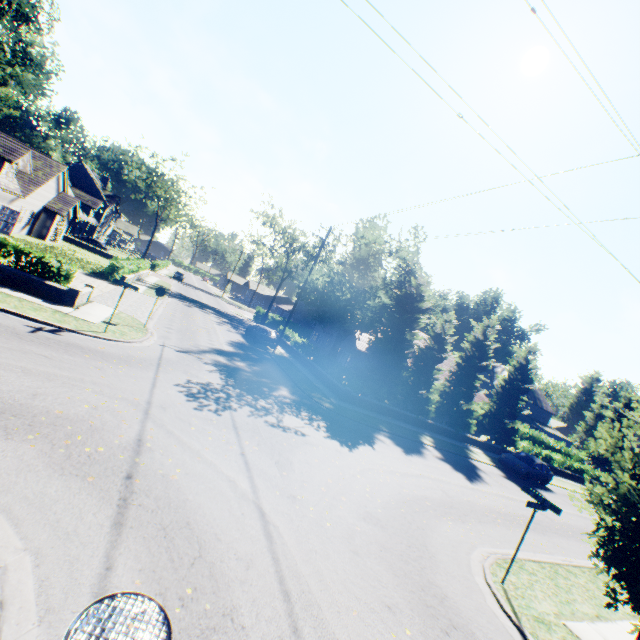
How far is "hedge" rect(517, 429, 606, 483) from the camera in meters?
32.1 m

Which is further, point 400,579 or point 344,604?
point 400,579

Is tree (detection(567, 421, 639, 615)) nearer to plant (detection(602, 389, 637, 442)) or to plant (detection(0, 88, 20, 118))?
plant (detection(602, 389, 637, 442))

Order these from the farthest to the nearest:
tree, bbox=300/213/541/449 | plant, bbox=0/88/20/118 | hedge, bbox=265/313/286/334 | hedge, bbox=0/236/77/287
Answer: plant, bbox=0/88/20/118
hedge, bbox=265/313/286/334
tree, bbox=300/213/541/449
hedge, bbox=0/236/77/287

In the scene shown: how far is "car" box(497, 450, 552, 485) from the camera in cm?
2300

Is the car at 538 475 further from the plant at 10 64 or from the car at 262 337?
the plant at 10 64

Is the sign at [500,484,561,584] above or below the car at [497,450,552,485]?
above

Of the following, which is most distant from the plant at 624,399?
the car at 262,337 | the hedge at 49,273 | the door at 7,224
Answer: the door at 7,224
